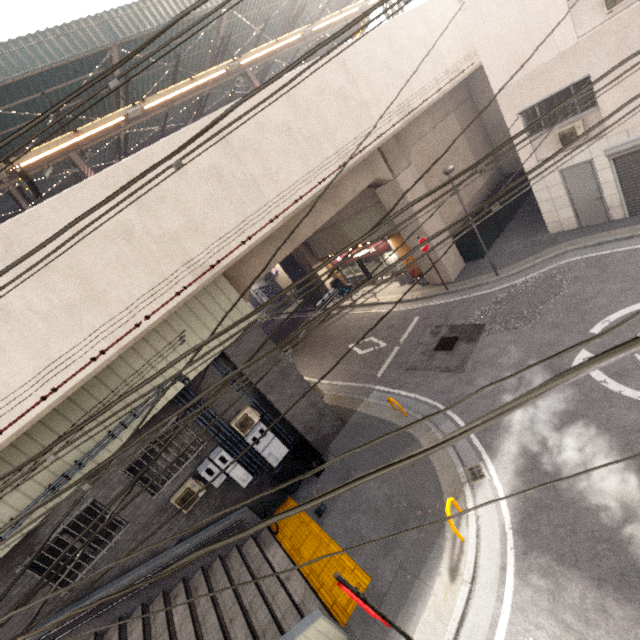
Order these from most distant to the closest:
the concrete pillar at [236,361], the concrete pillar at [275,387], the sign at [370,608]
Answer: the concrete pillar at [275,387] → the concrete pillar at [236,361] → the sign at [370,608]

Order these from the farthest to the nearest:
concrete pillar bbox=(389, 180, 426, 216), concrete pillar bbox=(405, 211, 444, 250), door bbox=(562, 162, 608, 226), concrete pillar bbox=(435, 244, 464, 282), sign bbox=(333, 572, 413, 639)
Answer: concrete pillar bbox=(435, 244, 464, 282)
concrete pillar bbox=(405, 211, 444, 250)
concrete pillar bbox=(389, 180, 426, 216)
door bbox=(562, 162, 608, 226)
sign bbox=(333, 572, 413, 639)

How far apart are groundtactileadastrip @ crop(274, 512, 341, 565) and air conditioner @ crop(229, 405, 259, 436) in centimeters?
268cm

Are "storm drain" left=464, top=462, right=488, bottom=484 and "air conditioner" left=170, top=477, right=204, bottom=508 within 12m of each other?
yes

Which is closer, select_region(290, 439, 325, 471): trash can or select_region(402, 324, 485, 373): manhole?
select_region(290, 439, 325, 471): trash can

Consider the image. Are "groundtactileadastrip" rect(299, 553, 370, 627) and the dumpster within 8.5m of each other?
no

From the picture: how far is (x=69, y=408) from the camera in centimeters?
752cm

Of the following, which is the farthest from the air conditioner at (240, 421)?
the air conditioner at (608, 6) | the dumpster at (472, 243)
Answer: the air conditioner at (608, 6)
